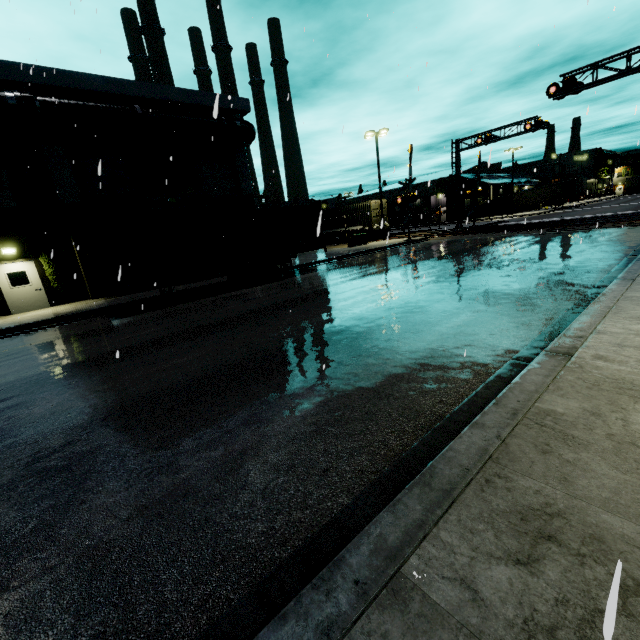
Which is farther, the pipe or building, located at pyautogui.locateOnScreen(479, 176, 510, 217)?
building, located at pyautogui.locateOnScreen(479, 176, 510, 217)

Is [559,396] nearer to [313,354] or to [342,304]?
[313,354]

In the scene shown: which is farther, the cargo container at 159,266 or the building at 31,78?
the building at 31,78

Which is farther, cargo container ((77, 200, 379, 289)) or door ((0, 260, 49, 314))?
door ((0, 260, 49, 314))

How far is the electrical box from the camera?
29.8m

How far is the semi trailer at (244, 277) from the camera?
12.95m

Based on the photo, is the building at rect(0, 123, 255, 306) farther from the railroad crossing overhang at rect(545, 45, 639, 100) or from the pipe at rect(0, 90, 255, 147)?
the railroad crossing overhang at rect(545, 45, 639, 100)

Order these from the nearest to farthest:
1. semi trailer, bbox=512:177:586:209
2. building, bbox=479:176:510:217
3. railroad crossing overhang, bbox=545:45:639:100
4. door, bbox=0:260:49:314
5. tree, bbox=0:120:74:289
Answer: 1. tree, bbox=0:120:74:289
2. door, bbox=0:260:49:314
3. railroad crossing overhang, bbox=545:45:639:100
4. semi trailer, bbox=512:177:586:209
5. building, bbox=479:176:510:217
